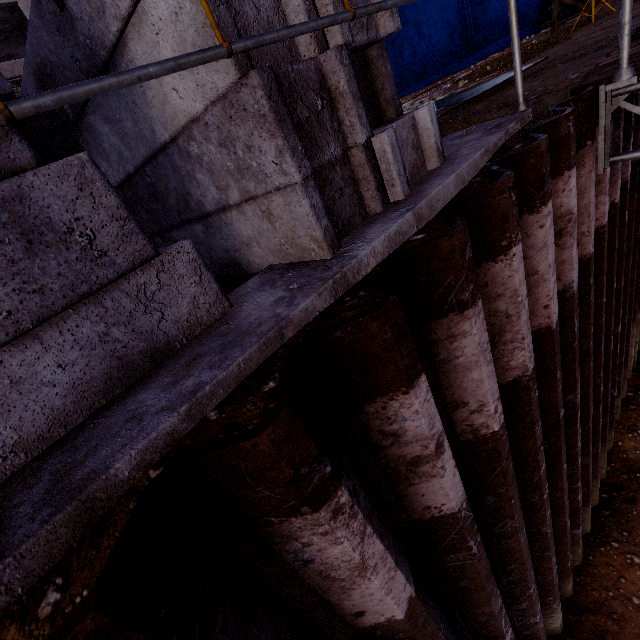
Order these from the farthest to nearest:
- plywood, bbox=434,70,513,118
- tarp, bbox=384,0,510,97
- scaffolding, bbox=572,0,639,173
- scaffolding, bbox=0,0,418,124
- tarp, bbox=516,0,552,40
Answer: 1. tarp, bbox=384,0,510,97
2. tarp, bbox=516,0,552,40
3. plywood, bbox=434,70,513,118
4. scaffolding, bbox=572,0,639,173
5. scaffolding, bbox=0,0,418,124

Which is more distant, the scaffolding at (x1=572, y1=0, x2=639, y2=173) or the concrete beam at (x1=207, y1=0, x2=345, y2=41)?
the scaffolding at (x1=572, y1=0, x2=639, y2=173)

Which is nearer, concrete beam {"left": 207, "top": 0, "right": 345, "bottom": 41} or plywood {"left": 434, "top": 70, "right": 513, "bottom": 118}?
concrete beam {"left": 207, "top": 0, "right": 345, "bottom": 41}

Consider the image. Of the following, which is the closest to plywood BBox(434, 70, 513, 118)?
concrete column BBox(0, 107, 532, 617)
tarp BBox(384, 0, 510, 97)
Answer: Result: concrete column BBox(0, 107, 532, 617)

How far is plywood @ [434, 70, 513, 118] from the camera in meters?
4.0

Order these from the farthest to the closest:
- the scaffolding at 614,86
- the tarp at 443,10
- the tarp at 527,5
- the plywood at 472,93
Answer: the tarp at 443,10 < the tarp at 527,5 < the plywood at 472,93 < the scaffolding at 614,86

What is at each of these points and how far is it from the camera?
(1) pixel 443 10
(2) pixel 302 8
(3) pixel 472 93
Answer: (1) tarp, 15.7m
(2) concrete beam, 1.3m
(3) plywood, 4.4m

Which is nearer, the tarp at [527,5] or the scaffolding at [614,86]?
the scaffolding at [614,86]
